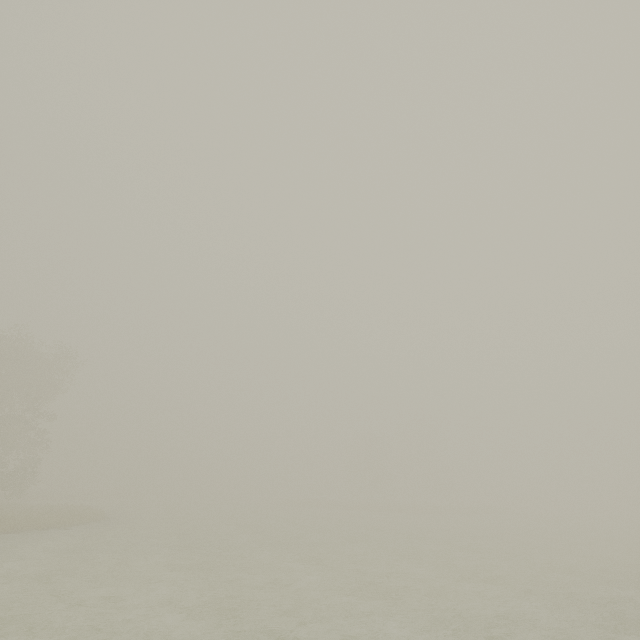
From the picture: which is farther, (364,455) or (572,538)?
(364,455)
